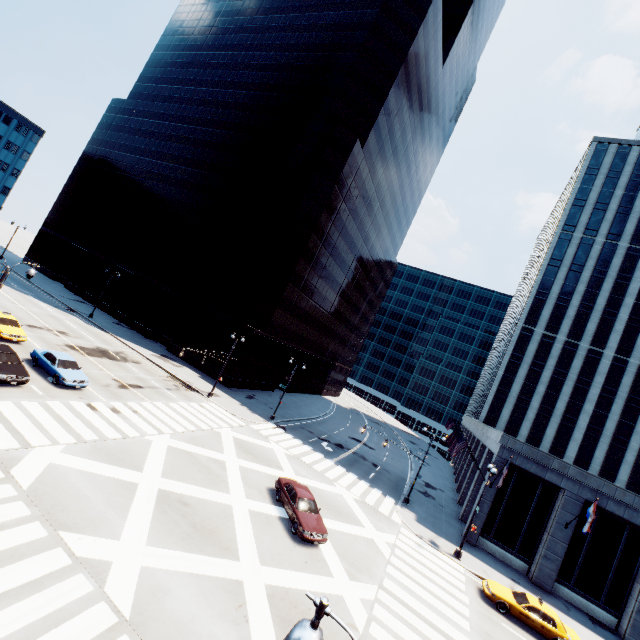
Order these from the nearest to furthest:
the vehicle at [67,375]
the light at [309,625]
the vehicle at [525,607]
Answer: the light at [309,625] → the vehicle at [525,607] → the vehicle at [67,375]

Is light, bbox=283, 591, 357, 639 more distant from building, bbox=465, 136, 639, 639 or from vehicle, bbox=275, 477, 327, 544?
building, bbox=465, 136, 639, 639

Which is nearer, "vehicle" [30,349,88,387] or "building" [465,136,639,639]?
"vehicle" [30,349,88,387]

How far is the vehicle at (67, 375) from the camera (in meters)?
22.08

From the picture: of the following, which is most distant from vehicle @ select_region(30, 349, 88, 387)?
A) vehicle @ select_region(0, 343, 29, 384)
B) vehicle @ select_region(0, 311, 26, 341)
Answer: vehicle @ select_region(0, 311, 26, 341)

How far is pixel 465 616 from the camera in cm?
1755

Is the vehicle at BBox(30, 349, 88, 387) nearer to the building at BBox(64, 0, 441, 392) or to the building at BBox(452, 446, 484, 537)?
the building at BBox(64, 0, 441, 392)

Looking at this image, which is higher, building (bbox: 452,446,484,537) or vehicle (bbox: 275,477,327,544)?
building (bbox: 452,446,484,537)
